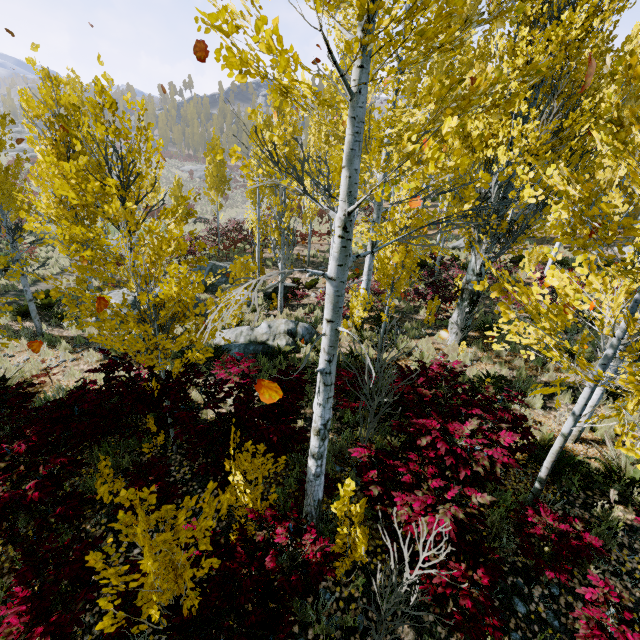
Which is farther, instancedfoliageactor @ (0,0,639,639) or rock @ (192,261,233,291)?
rock @ (192,261,233,291)

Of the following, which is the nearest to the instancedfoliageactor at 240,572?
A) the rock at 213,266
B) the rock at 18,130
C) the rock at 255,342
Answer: the rock at 255,342

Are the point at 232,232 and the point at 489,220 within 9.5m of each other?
no

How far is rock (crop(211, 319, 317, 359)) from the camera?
9.63m

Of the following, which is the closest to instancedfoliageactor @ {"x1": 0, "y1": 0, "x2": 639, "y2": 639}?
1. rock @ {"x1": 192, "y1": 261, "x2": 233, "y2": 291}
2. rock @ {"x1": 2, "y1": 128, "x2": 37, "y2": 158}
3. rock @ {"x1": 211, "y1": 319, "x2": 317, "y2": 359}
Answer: rock @ {"x1": 211, "y1": 319, "x2": 317, "y2": 359}

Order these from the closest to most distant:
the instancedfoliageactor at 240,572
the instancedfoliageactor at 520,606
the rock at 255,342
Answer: the instancedfoliageactor at 240,572 < the instancedfoliageactor at 520,606 < the rock at 255,342

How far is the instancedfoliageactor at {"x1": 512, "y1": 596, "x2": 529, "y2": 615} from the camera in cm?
397
